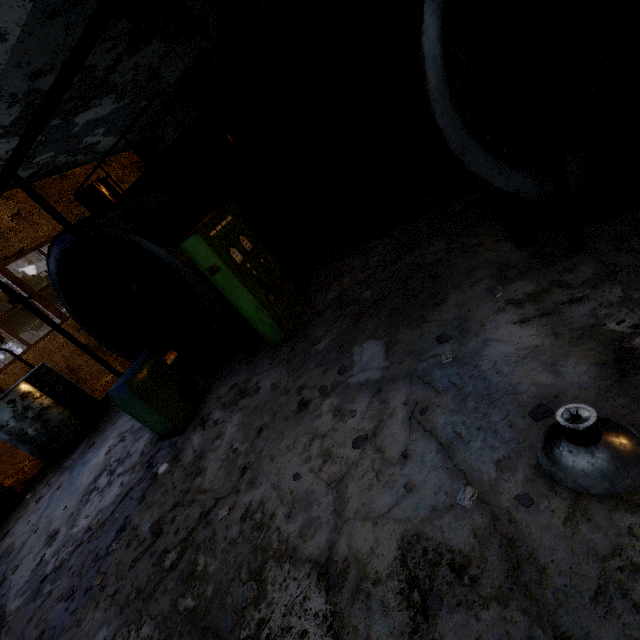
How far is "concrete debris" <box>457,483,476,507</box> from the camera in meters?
→ 2.3

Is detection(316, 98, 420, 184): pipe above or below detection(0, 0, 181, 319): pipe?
below

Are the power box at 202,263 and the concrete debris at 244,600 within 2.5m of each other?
no

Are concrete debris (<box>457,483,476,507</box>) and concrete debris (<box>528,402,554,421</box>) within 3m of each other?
yes

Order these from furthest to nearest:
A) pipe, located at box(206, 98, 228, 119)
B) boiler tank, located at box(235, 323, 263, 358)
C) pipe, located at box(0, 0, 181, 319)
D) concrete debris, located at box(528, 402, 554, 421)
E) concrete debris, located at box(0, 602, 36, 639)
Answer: pipe, located at box(206, 98, 228, 119) < boiler tank, located at box(235, 323, 263, 358) < concrete debris, located at box(0, 602, 36, 639) < pipe, located at box(0, 0, 181, 319) < concrete debris, located at box(528, 402, 554, 421)

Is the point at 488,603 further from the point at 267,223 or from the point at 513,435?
the point at 267,223

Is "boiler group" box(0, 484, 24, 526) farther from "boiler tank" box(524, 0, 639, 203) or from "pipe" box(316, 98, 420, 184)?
"pipe" box(316, 98, 420, 184)

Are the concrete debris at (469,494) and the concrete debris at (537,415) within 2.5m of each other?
yes
